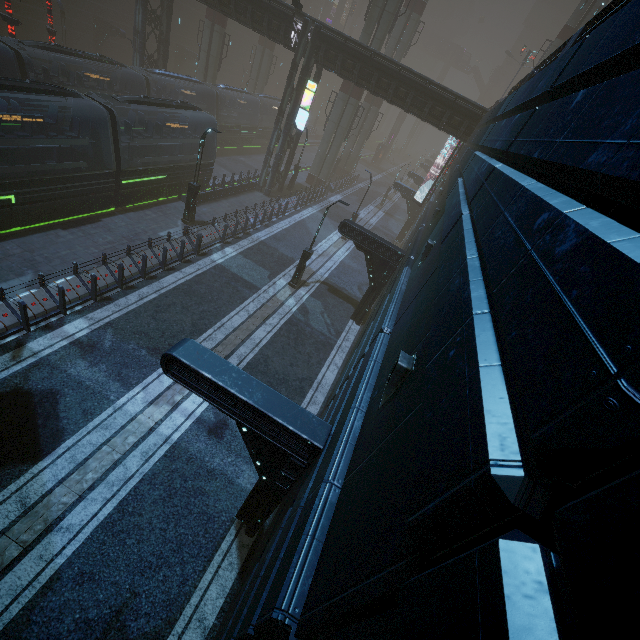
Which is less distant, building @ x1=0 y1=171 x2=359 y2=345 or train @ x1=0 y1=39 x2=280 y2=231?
building @ x1=0 y1=171 x2=359 y2=345

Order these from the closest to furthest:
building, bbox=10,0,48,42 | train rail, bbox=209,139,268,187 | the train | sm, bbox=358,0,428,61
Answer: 1. the train
2. sm, bbox=358,0,428,61
3. building, bbox=10,0,48,42
4. train rail, bbox=209,139,268,187

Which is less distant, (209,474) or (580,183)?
(580,183)

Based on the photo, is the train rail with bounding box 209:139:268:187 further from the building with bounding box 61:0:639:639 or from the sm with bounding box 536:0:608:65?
the sm with bounding box 536:0:608:65

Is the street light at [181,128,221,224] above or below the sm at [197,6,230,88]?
below

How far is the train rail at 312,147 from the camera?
42.81m

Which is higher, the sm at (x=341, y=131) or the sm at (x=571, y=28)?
the sm at (x=571, y=28)

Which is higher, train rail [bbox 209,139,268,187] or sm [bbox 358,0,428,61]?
sm [bbox 358,0,428,61]
